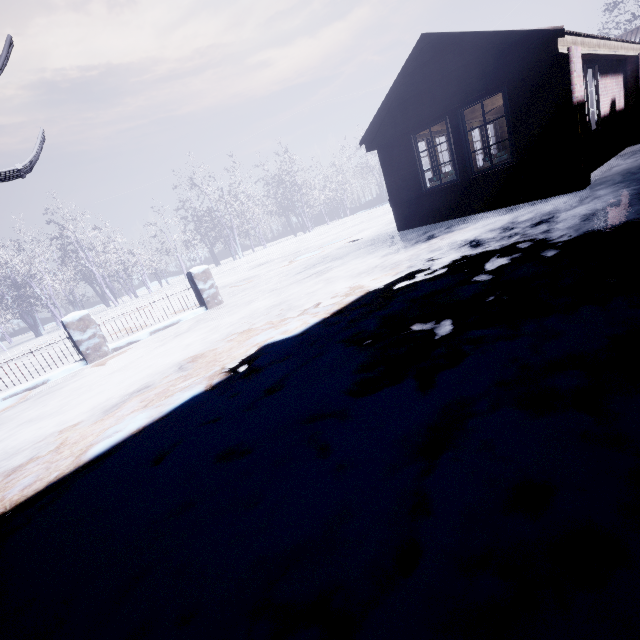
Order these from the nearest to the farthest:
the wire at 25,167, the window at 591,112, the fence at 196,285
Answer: the wire at 25,167
the fence at 196,285
the window at 591,112

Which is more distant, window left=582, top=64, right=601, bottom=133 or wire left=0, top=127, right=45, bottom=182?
window left=582, top=64, right=601, bottom=133

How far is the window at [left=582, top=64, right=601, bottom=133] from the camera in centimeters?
635cm

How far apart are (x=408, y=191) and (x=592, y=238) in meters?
5.3 m

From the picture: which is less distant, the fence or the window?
the fence

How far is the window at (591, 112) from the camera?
6.3m

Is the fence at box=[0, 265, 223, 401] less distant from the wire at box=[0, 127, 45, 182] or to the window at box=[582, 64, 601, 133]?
the wire at box=[0, 127, 45, 182]
